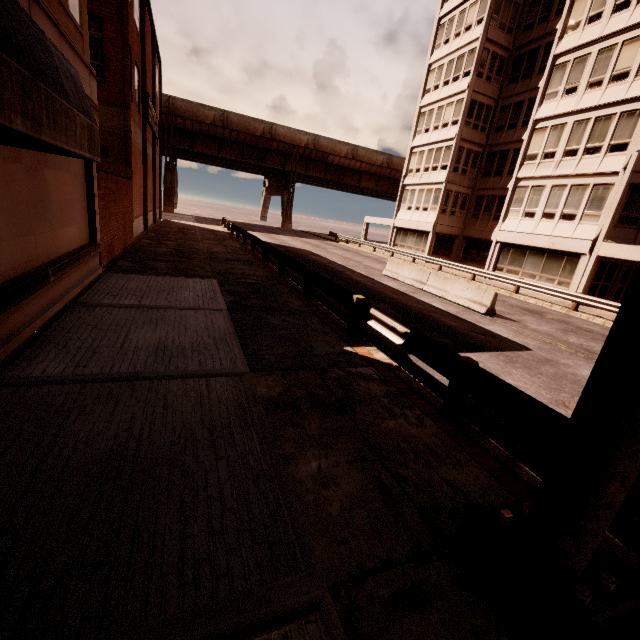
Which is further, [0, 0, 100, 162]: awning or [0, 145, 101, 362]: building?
[0, 145, 101, 362]: building

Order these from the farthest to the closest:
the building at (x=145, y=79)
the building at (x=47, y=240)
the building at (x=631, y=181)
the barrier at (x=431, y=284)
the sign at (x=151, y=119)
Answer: the sign at (x=151, y=119)
the building at (x=631, y=181)
the barrier at (x=431, y=284)
the building at (x=145, y=79)
the building at (x=47, y=240)

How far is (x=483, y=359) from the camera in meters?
8.3 m

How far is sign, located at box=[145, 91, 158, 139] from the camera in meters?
19.6 m

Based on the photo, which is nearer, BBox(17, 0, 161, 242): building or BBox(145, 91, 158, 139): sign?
BBox(17, 0, 161, 242): building

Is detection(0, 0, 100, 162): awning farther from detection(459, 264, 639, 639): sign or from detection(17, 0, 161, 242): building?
detection(459, 264, 639, 639): sign

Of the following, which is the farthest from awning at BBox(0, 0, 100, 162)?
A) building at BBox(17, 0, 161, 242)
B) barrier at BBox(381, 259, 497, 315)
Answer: barrier at BBox(381, 259, 497, 315)

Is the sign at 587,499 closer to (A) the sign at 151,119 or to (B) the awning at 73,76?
(B) the awning at 73,76
